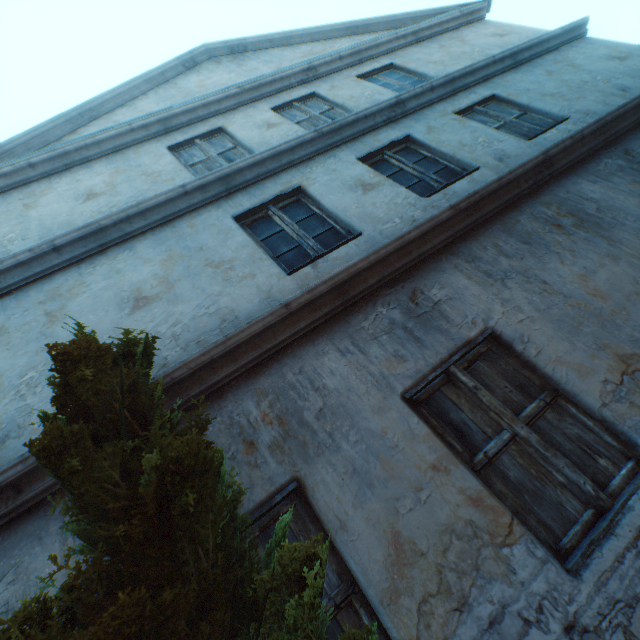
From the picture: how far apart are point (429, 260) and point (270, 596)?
2.97m

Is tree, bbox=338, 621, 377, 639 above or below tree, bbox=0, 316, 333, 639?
below

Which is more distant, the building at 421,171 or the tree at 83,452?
the building at 421,171

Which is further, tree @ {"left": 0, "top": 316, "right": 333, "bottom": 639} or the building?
the building
